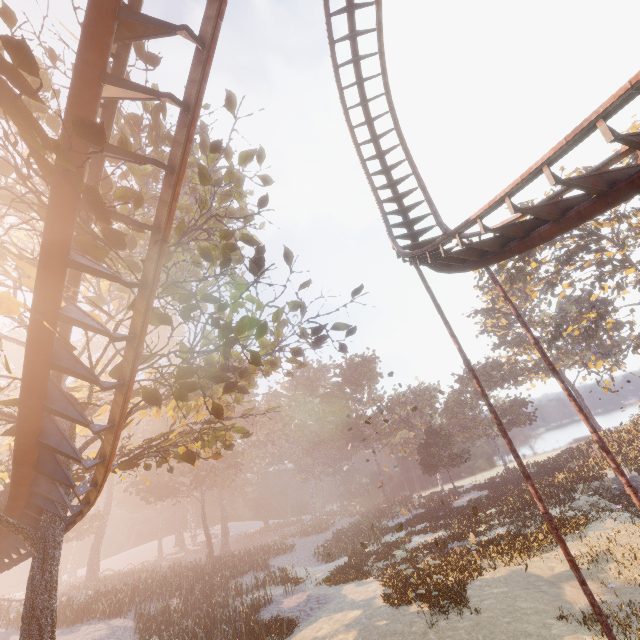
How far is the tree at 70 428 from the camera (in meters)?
7.38

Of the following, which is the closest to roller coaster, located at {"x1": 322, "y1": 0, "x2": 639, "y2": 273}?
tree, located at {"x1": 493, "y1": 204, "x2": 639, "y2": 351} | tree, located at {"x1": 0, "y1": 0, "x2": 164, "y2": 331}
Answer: tree, located at {"x1": 0, "y1": 0, "x2": 164, "y2": 331}

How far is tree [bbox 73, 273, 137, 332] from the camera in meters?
6.1 m

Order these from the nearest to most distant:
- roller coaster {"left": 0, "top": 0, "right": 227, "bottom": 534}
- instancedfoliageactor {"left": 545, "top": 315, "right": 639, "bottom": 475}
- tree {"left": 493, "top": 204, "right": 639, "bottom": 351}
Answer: roller coaster {"left": 0, "top": 0, "right": 227, "bottom": 534} → tree {"left": 493, "top": 204, "right": 639, "bottom": 351} → instancedfoliageactor {"left": 545, "top": 315, "right": 639, "bottom": 475}

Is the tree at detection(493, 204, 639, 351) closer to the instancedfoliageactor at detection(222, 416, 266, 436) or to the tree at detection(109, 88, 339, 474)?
Answer: the tree at detection(109, 88, 339, 474)

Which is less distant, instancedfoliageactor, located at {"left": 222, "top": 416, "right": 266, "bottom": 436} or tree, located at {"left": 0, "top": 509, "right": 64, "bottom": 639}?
tree, located at {"left": 0, "top": 509, "right": 64, "bottom": 639}

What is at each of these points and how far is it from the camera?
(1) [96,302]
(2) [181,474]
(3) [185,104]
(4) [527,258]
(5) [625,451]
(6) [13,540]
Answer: (1) tree, 10.0m
(2) instancedfoliageactor, 40.9m
(3) roller coaster, 4.7m
(4) tree, 34.8m
(5) instancedfoliageactor, 33.4m
(6) roller coaster, 9.8m

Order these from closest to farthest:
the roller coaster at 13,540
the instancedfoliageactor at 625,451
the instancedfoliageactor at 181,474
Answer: the roller coaster at 13,540 < the instancedfoliageactor at 181,474 < the instancedfoliageactor at 625,451
